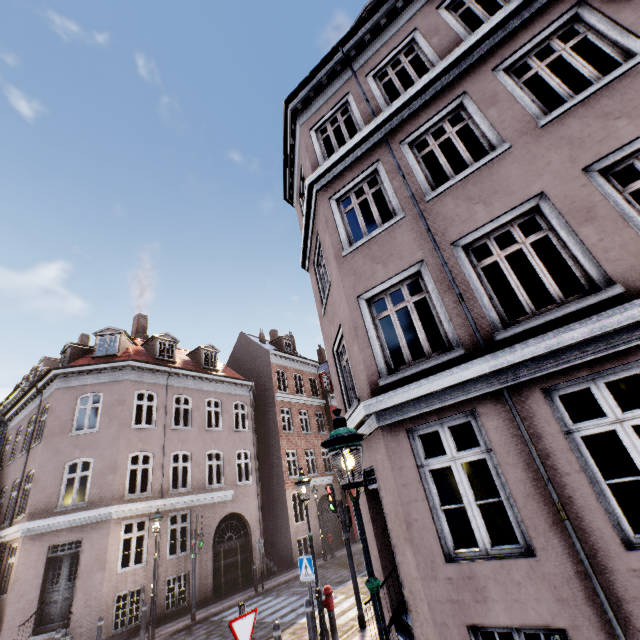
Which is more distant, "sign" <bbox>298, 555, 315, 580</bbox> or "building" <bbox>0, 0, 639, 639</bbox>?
"sign" <bbox>298, 555, 315, 580</bbox>

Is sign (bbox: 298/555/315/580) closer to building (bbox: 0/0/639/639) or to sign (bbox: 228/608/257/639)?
building (bbox: 0/0/639/639)

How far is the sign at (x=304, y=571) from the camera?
7.9 meters

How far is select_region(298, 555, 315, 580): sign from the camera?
7.9m

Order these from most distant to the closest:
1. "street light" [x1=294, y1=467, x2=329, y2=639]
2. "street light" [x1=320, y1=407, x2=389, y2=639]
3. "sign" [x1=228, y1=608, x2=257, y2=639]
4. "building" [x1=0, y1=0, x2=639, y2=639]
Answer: "street light" [x1=294, y1=467, x2=329, y2=639] → "sign" [x1=228, y1=608, x2=257, y2=639] → "building" [x1=0, y1=0, x2=639, y2=639] → "street light" [x1=320, y1=407, x2=389, y2=639]

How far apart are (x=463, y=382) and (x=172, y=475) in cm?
2560

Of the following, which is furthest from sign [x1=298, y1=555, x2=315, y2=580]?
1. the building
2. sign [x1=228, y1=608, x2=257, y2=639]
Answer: sign [x1=228, y1=608, x2=257, y2=639]

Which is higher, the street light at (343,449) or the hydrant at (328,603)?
the street light at (343,449)
